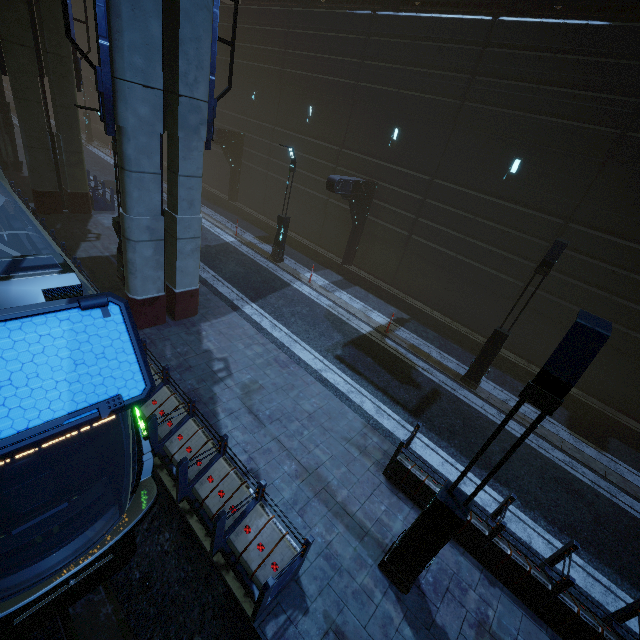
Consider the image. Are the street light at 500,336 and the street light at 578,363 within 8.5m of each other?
yes

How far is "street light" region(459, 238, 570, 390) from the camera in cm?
959

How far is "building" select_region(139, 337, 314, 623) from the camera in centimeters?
528cm

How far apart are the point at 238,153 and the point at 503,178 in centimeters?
1820cm

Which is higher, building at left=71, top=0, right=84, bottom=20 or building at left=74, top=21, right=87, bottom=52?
building at left=71, top=0, right=84, bottom=20

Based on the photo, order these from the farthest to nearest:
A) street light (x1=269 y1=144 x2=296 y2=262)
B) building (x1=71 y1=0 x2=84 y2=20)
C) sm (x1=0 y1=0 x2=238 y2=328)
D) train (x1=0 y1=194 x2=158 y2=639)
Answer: building (x1=71 y1=0 x2=84 y2=20) → street light (x1=269 y1=144 x2=296 y2=262) → sm (x1=0 y1=0 x2=238 y2=328) → train (x1=0 y1=194 x2=158 y2=639)

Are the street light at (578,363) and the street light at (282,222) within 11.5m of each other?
no

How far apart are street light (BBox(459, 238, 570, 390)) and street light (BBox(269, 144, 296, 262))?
10.56m
